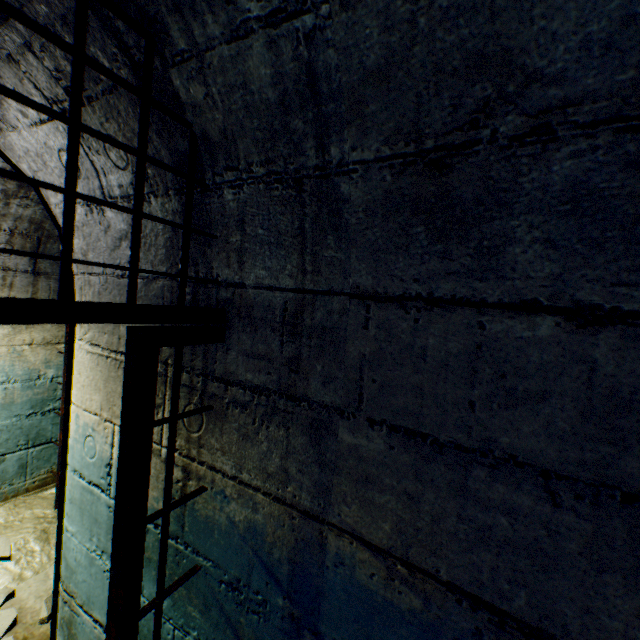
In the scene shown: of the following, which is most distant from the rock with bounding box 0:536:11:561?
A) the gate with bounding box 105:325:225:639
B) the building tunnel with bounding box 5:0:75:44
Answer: the gate with bounding box 105:325:225:639

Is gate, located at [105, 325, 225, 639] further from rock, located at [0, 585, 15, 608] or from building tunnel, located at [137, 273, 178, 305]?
rock, located at [0, 585, 15, 608]

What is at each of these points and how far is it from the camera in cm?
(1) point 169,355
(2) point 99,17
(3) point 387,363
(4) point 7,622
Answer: (1) building tunnel, 128
(2) building tunnel, 85
(3) building tunnel, 84
(4) rock, 201

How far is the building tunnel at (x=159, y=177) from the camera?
1.1m

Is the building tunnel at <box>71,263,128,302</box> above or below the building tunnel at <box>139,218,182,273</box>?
below

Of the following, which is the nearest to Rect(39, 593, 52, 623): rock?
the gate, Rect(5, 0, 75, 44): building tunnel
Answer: Rect(5, 0, 75, 44): building tunnel

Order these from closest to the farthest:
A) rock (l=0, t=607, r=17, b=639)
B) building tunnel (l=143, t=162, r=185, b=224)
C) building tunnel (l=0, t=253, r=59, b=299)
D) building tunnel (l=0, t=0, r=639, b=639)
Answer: building tunnel (l=0, t=0, r=639, b=639) < building tunnel (l=143, t=162, r=185, b=224) < rock (l=0, t=607, r=17, b=639) < building tunnel (l=0, t=253, r=59, b=299)
